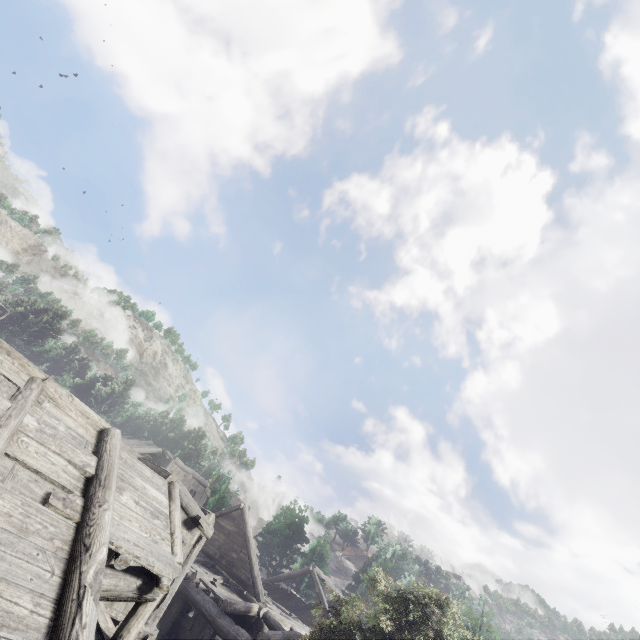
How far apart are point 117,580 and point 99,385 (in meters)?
64.66
